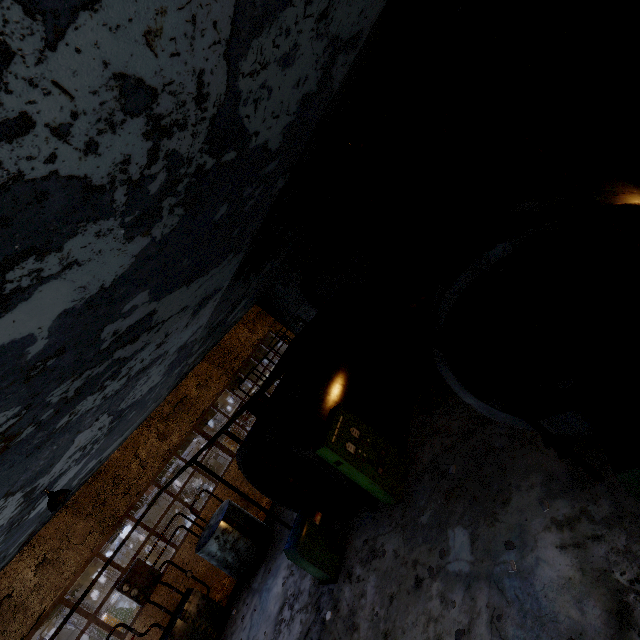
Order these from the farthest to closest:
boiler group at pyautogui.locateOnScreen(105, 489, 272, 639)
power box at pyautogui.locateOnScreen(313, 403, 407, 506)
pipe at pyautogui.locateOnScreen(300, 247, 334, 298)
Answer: pipe at pyautogui.locateOnScreen(300, 247, 334, 298) < boiler group at pyautogui.locateOnScreen(105, 489, 272, 639) < power box at pyautogui.locateOnScreen(313, 403, 407, 506)

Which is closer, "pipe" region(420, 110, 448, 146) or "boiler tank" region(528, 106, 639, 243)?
"boiler tank" region(528, 106, 639, 243)

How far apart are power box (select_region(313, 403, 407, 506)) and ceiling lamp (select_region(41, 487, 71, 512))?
5.8m

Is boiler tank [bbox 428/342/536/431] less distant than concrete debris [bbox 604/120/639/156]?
Yes

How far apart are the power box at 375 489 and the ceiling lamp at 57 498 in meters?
5.8

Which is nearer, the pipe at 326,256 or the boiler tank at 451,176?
the boiler tank at 451,176

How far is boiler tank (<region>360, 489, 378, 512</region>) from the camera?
8.43m

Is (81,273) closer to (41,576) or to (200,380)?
(41,576)
